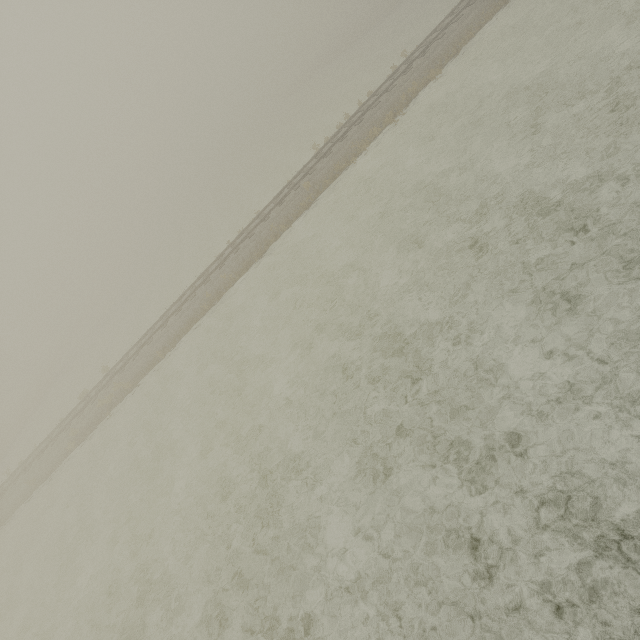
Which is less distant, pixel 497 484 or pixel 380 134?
pixel 497 484
